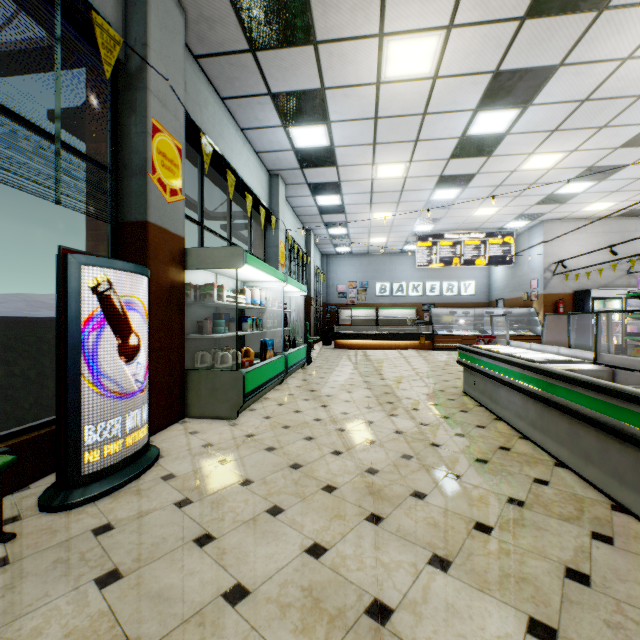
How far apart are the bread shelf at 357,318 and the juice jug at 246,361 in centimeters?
1316cm

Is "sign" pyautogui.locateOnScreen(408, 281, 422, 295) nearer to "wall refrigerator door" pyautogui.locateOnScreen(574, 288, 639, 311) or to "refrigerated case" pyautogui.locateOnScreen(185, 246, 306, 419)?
"wall refrigerator door" pyautogui.locateOnScreen(574, 288, 639, 311)

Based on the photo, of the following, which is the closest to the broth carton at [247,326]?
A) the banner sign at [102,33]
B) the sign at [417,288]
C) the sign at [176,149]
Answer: → the sign at [176,149]

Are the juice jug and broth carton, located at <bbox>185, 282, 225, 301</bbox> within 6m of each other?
yes

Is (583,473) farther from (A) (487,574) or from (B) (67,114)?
(B) (67,114)

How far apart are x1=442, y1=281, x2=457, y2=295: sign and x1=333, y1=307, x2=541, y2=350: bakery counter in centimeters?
442cm

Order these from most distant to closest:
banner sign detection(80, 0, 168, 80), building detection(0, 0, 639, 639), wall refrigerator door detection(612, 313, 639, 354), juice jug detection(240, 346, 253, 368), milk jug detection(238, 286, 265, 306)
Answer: wall refrigerator door detection(612, 313, 639, 354)
milk jug detection(238, 286, 265, 306)
juice jug detection(240, 346, 253, 368)
banner sign detection(80, 0, 168, 80)
building detection(0, 0, 639, 639)

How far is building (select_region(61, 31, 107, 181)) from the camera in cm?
308
